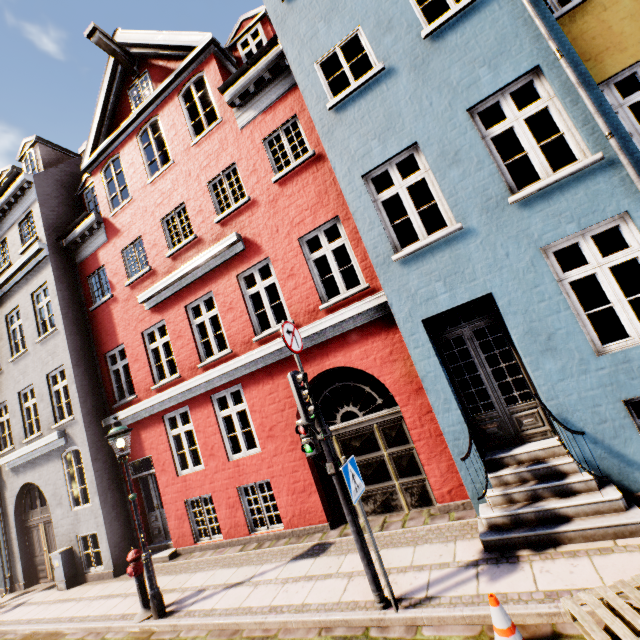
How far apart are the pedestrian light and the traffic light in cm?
11

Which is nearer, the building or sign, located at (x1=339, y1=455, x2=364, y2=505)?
sign, located at (x1=339, y1=455, x2=364, y2=505)

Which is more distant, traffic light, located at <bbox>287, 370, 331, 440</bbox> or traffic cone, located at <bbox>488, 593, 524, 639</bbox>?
traffic light, located at <bbox>287, 370, 331, 440</bbox>

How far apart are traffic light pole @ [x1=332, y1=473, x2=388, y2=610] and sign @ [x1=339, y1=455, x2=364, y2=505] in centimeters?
13cm

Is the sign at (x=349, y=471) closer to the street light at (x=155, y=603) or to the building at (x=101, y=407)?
the building at (x=101, y=407)

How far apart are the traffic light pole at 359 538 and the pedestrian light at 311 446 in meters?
0.0

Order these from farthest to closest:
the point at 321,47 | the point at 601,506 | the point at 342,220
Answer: the point at 342,220 < the point at 321,47 < the point at 601,506

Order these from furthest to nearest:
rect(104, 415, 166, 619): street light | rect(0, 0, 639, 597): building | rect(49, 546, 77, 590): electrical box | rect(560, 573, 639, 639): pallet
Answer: rect(49, 546, 77, 590): electrical box < rect(104, 415, 166, 619): street light < rect(0, 0, 639, 597): building < rect(560, 573, 639, 639): pallet
